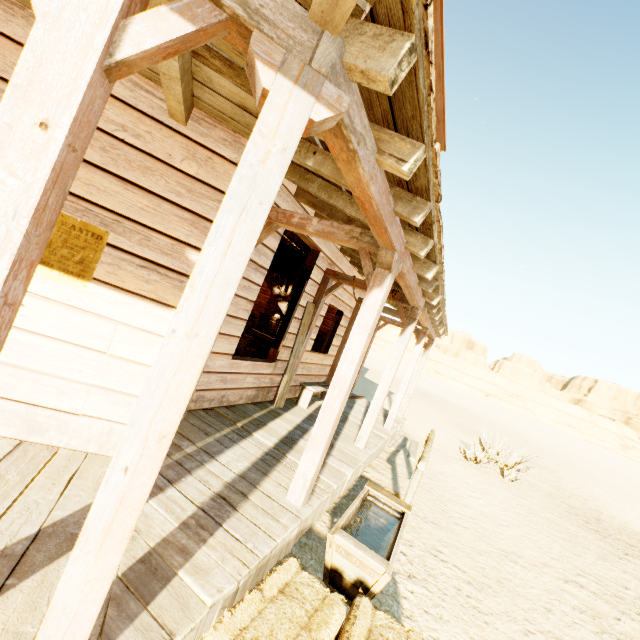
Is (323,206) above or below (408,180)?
above

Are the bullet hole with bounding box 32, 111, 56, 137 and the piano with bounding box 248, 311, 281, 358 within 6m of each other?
no

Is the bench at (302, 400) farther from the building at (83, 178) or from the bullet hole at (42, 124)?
the bullet hole at (42, 124)

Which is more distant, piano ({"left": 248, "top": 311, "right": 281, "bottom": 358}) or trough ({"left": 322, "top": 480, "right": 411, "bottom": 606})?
piano ({"left": 248, "top": 311, "right": 281, "bottom": 358})

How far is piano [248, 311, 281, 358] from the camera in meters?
10.0 m

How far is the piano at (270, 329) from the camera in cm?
1002

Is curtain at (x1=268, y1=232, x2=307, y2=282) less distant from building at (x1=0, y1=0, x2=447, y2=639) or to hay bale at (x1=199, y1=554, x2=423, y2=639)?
building at (x1=0, y1=0, x2=447, y2=639)

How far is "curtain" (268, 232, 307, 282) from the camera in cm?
516
